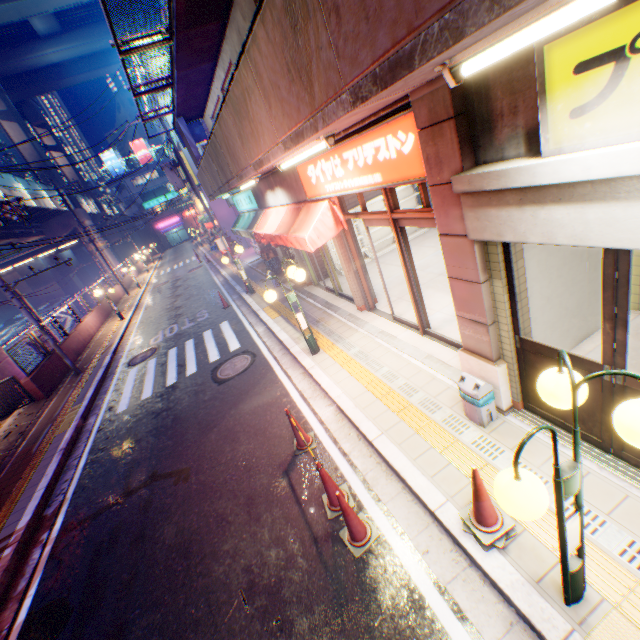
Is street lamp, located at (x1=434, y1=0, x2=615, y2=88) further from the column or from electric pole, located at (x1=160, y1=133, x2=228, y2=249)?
electric pole, located at (x1=160, y1=133, x2=228, y2=249)

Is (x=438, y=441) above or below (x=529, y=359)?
below

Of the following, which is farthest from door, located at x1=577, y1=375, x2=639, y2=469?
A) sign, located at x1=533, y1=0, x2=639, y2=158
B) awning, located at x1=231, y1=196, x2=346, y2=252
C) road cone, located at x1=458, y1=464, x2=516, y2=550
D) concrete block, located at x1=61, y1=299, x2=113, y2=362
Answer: concrete block, located at x1=61, y1=299, x2=113, y2=362

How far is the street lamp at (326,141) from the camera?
4.2 meters

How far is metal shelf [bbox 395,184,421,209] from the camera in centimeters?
1236cm

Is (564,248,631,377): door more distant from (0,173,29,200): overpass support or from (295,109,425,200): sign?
(0,173,29,200): overpass support

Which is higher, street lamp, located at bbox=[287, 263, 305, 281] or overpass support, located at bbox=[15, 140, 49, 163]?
overpass support, located at bbox=[15, 140, 49, 163]

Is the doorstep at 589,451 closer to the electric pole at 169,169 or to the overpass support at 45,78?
the overpass support at 45,78
